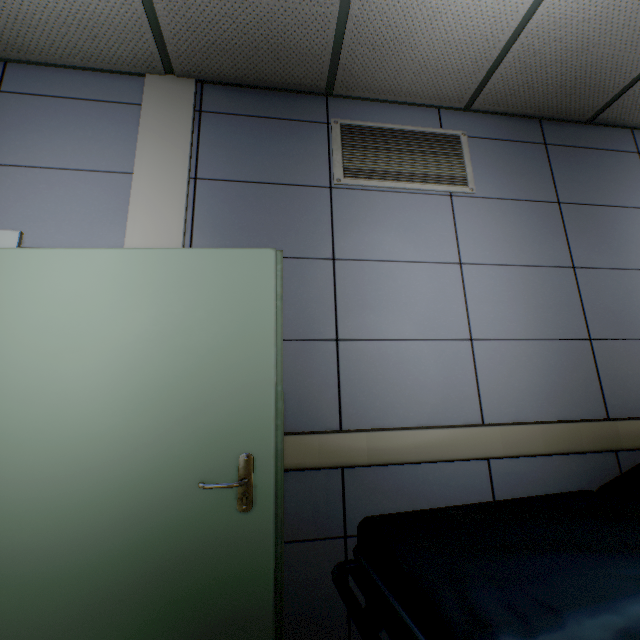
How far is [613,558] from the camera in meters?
1.0

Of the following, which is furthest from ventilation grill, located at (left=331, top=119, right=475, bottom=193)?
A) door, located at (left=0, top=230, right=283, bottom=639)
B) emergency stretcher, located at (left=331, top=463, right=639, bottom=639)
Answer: emergency stretcher, located at (left=331, top=463, right=639, bottom=639)

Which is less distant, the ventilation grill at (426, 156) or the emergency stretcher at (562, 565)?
the emergency stretcher at (562, 565)

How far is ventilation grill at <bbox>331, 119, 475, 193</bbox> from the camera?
2.1 meters

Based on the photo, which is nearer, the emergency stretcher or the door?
the emergency stretcher

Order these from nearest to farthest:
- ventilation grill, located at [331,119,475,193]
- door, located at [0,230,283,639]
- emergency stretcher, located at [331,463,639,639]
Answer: emergency stretcher, located at [331,463,639,639] < door, located at [0,230,283,639] < ventilation grill, located at [331,119,475,193]

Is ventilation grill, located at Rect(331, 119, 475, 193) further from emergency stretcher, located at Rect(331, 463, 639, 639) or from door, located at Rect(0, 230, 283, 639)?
emergency stretcher, located at Rect(331, 463, 639, 639)

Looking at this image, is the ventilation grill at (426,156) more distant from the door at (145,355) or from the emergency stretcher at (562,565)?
the emergency stretcher at (562,565)
